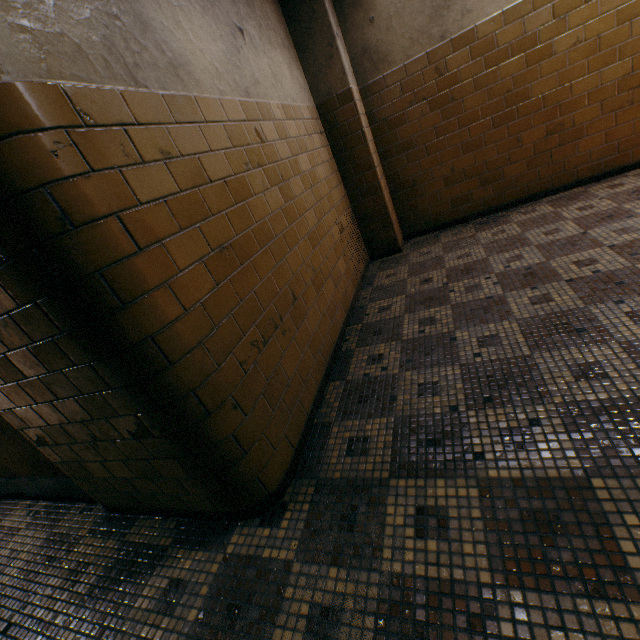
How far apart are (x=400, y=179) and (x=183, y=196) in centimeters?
350cm

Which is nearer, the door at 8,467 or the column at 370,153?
the door at 8,467

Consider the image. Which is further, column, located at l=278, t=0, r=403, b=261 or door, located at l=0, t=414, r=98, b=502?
column, located at l=278, t=0, r=403, b=261
